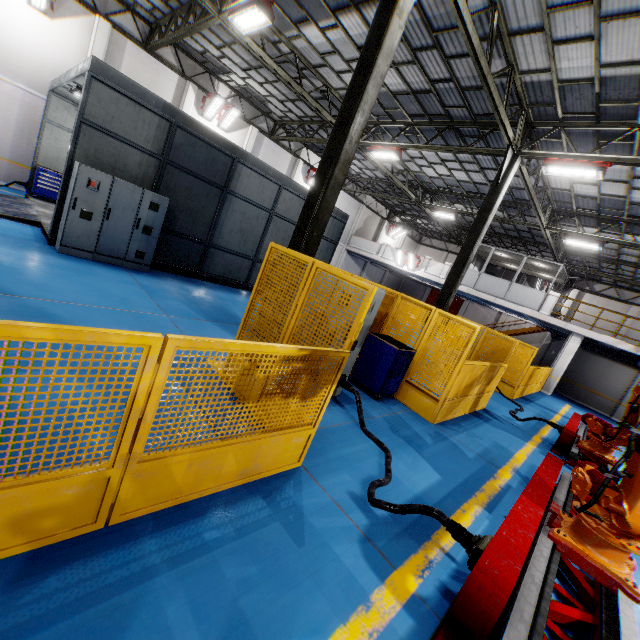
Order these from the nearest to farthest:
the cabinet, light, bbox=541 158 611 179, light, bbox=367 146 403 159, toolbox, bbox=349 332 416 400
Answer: toolbox, bbox=349 332 416 400 → the cabinet → light, bbox=541 158 611 179 → light, bbox=367 146 403 159

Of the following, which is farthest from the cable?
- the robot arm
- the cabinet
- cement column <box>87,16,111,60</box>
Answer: cement column <box>87,16,111,60</box>

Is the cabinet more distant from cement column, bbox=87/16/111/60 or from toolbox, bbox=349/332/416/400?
cement column, bbox=87/16/111/60

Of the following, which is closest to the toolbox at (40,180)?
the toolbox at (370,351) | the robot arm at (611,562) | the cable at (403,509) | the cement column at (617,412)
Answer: the toolbox at (370,351)

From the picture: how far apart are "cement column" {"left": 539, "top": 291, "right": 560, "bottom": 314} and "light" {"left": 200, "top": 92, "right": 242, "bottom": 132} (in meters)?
21.10

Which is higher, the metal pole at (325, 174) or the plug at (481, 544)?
the metal pole at (325, 174)

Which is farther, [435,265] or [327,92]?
[435,265]

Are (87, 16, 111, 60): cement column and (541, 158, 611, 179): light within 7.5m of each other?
no
